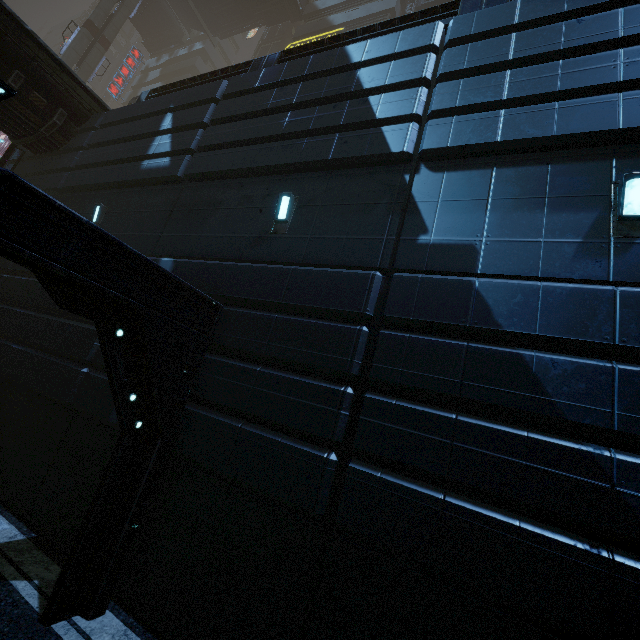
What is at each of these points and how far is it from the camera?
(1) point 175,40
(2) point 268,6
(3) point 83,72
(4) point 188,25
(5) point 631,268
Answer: (1) bridge, 38.7 meters
(2) bridge, 30.5 meters
(3) sm, 29.3 meters
(4) stairs, 37.4 meters
(5) building, 4.0 meters

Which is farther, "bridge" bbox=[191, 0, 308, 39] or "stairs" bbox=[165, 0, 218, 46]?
"stairs" bbox=[165, 0, 218, 46]

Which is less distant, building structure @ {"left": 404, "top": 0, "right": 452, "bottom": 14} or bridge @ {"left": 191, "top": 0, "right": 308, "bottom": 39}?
building structure @ {"left": 404, "top": 0, "right": 452, "bottom": 14}

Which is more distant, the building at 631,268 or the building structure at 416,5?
the building structure at 416,5

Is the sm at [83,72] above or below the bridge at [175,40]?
below

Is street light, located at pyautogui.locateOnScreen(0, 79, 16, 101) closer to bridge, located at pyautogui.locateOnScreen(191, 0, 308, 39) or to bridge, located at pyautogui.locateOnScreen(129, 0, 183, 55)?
bridge, located at pyautogui.locateOnScreen(191, 0, 308, 39)

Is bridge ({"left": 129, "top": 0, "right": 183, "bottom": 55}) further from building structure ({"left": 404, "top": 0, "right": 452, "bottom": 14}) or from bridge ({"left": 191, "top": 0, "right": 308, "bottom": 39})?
building structure ({"left": 404, "top": 0, "right": 452, "bottom": 14})

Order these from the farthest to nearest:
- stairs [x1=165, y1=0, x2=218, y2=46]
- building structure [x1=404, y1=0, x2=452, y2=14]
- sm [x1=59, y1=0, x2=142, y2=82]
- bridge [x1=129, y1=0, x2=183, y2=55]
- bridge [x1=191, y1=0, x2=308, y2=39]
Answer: bridge [x1=129, y1=0, x2=183, y2=55], stairs [x1=165, y1=0, x2=218, y2=46], bridge [x1=191, y1=0, x2=308, y2=39], sm [x1=59, y1=0, x2=142, y2=82], building structure [x1=404, y1=0, x2=452, y2=14]
